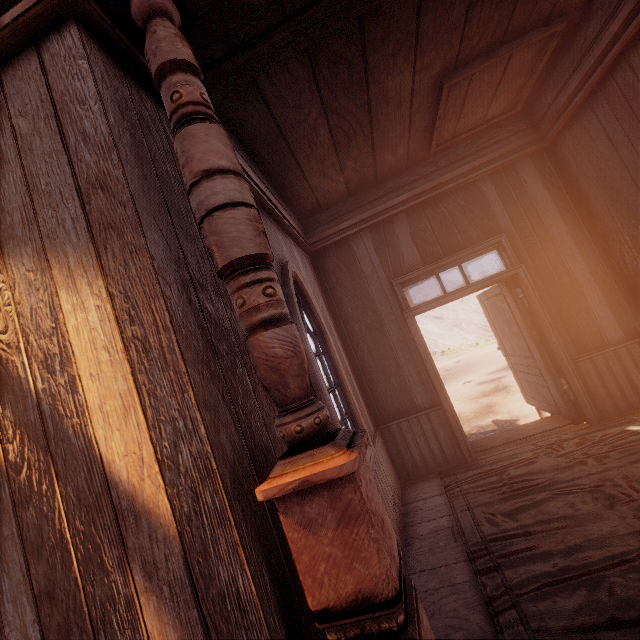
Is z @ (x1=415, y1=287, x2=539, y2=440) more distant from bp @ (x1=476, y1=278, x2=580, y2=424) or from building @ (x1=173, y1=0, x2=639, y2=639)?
bp @ (x1=476, y1=278, x2=580, y2=424)

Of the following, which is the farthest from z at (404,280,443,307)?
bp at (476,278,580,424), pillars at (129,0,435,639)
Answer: pillars at (129,0,435,639)

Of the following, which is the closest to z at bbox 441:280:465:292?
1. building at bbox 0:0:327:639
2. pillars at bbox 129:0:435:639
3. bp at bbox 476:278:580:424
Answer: building at bbox 0:0:327:639

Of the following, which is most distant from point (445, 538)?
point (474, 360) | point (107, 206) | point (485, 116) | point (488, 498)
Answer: point (474, 360)

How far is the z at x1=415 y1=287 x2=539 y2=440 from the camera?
8.47m

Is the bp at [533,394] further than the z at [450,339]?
No

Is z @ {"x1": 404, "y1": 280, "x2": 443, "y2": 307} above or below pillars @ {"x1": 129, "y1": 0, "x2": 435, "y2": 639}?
above

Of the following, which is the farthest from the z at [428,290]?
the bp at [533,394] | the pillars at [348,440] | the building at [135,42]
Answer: the pillars at [348,440]
